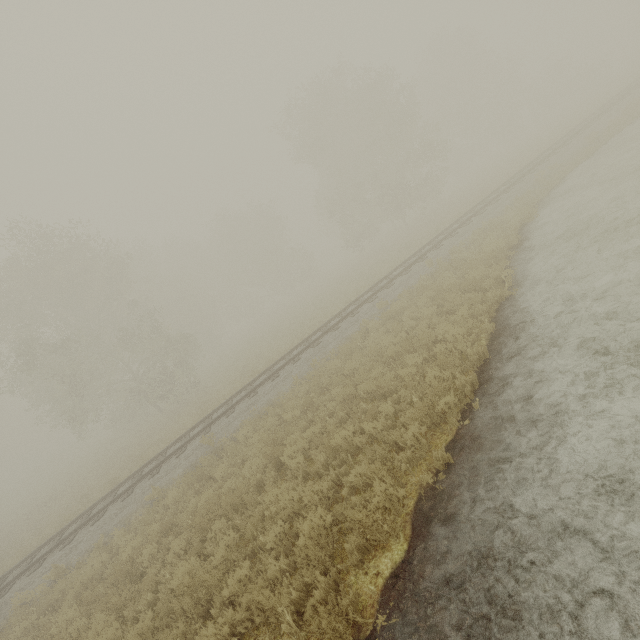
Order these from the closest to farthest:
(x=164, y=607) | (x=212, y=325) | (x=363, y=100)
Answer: (x=164, y=607)
(x=363, y=100)
(x=212, y=325)
